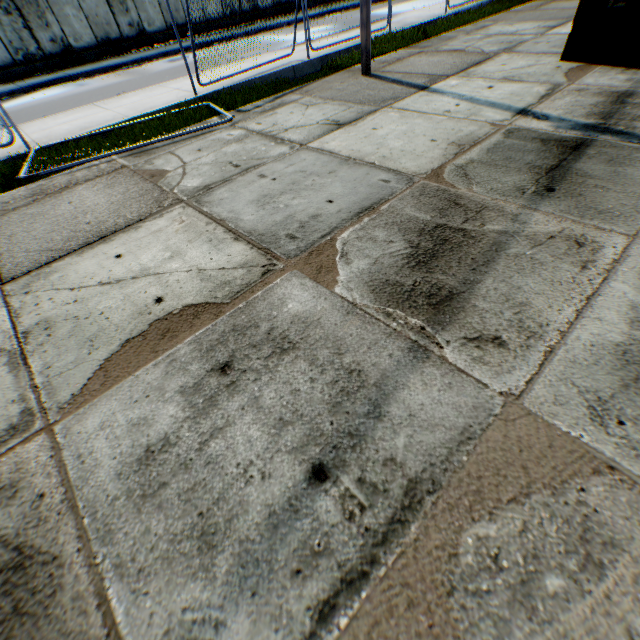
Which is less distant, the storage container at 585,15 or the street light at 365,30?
the storage container at 585,15

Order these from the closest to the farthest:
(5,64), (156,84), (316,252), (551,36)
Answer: (316,252), (551,36), (156,84), (5,64)

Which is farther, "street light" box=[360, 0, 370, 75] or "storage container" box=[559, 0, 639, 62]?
"street light" box=[360, 0, 370, 75]
